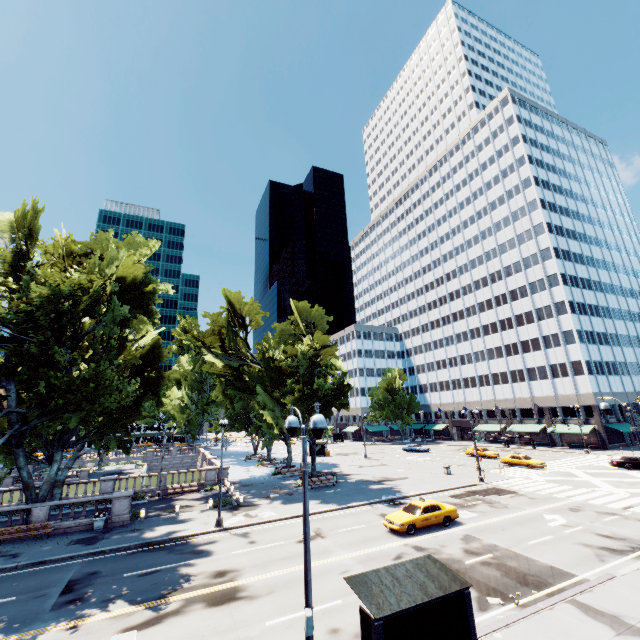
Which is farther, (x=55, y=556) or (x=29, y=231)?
(x=29, y=231)

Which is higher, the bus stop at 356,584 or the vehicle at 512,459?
the bus stop at 356,584

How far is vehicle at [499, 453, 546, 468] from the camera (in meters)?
38.81

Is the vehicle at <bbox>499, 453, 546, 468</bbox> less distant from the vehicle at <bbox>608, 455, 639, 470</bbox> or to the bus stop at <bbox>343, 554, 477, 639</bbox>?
the vehicle at <bbox>608, 455, 639, 470</bbox>

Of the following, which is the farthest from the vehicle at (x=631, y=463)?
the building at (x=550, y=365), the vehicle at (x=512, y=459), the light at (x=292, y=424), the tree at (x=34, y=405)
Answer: the light at (x=292, y=424)

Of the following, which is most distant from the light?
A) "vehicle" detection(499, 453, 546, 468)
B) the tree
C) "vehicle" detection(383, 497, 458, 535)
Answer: "vehicle" detection(499, 453, 546, 468)

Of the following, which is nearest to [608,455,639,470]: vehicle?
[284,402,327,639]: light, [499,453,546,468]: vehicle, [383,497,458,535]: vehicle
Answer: [499,453,546,468]: vehicle

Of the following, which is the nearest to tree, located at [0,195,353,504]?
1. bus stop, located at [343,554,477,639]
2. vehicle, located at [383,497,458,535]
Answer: bus stop, located at [343,554,477,639]
